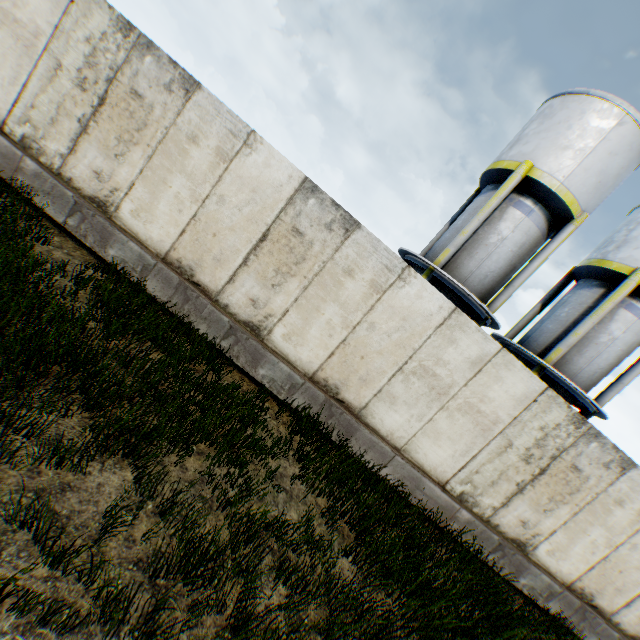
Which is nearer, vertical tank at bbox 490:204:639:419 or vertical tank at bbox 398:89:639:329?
vertical tank at bbox 398:89:639:329

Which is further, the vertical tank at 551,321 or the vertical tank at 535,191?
the vertical tank at 551,321

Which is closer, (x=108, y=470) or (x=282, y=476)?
(x=108, y=470)
